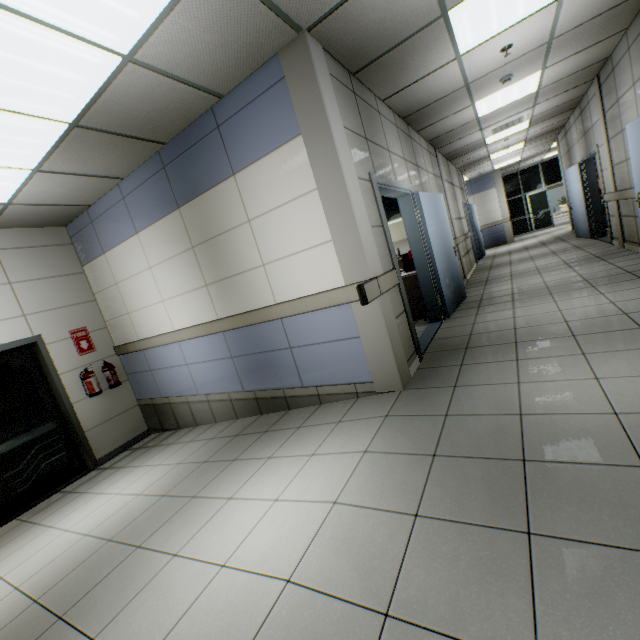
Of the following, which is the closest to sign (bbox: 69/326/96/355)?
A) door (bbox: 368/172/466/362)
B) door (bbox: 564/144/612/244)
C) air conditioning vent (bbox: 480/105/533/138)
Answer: door (bbox: 368/172/466/362)

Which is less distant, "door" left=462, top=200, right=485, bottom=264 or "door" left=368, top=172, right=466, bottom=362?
"door" left=368, top=172, right=466, bottom=362

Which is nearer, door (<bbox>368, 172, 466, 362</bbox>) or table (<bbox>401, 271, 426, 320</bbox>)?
door (<bbox>368, 172, 466, 362</bbox>)

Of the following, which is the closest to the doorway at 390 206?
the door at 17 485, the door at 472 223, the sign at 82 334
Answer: the door at 472 223

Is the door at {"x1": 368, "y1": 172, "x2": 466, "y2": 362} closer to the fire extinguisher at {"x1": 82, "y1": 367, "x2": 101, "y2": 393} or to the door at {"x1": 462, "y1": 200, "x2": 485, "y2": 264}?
the fire extinguisher at {"x1": 82, "y1": 367, "x2": 101, "y2": 393}

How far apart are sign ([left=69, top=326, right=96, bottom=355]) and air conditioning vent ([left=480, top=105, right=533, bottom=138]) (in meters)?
8.88

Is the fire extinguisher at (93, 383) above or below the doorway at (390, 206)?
below

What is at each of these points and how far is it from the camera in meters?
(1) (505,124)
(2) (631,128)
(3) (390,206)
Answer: (1) air conditioning vent, 7.1 m
(2) door, 4.5 m
(3) doorway, 8.5 m
